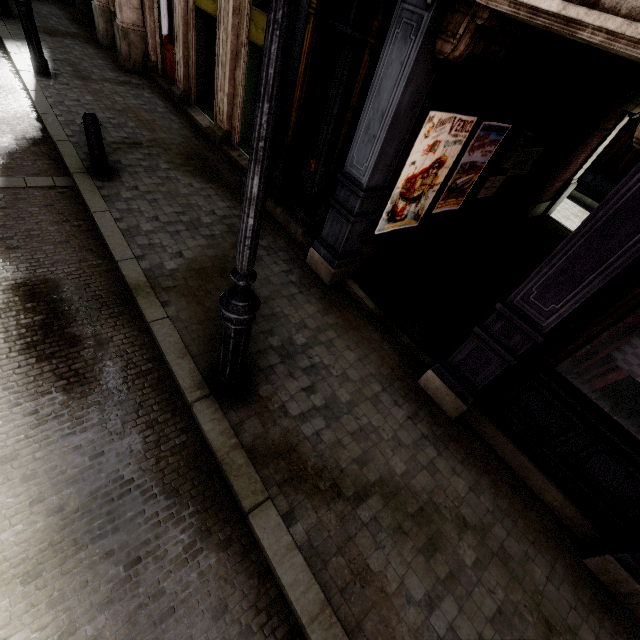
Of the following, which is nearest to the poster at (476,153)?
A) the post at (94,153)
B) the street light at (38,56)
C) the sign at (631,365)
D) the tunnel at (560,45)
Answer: the tunnel at (560,45)

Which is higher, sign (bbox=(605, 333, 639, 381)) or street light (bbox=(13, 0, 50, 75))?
sign (bbox=(605, 333, 639, 381))

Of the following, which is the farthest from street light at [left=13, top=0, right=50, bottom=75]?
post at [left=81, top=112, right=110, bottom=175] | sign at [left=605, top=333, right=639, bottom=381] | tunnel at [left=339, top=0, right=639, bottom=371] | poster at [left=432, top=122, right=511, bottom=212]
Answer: sign at [left=605, top=333, right=639, bottom=381]

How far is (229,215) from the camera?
6.05m

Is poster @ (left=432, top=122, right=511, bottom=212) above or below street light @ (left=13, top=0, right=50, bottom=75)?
above

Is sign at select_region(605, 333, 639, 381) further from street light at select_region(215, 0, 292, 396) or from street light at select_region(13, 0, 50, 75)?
street light at select_region(13, 0, 50, 75)

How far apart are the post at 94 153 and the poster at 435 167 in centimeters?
489cm

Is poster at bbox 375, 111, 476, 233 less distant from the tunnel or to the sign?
the tunnel
